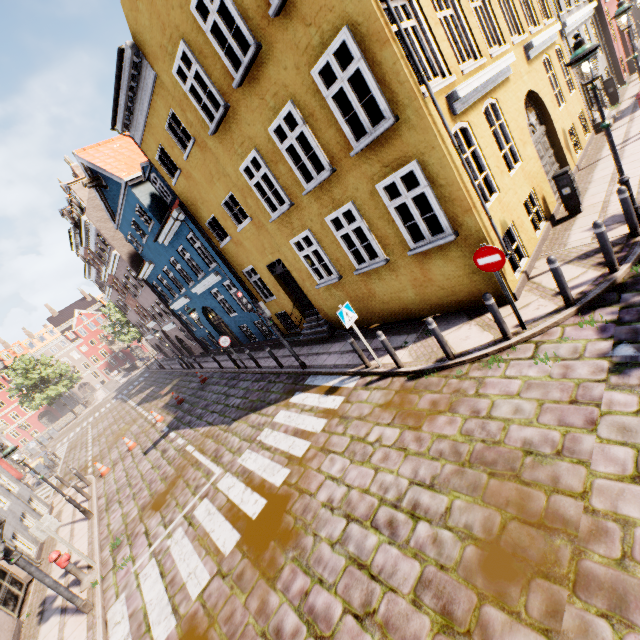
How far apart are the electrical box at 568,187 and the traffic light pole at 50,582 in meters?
15.3

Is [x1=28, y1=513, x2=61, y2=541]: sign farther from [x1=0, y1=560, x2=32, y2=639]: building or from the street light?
the street light

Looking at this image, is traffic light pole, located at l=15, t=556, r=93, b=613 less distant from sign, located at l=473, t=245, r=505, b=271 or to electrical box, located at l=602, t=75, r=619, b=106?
sign, located at l=473, t=245, r=505, b=271

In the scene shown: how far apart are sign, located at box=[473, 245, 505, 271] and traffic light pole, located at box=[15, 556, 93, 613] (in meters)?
10.87

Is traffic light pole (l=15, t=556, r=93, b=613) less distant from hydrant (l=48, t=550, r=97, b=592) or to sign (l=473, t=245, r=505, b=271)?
hydrant (l=48, t=550, r=97, b=592)

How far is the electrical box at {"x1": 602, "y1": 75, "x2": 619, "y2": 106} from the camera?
14.81m

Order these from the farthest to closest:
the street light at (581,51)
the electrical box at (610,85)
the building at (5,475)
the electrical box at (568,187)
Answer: the electrical box at (610,85) → the building at (5,475) → the electrical box at (568,187) → the street light at (581,51)

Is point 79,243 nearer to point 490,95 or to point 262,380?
point 262,380
